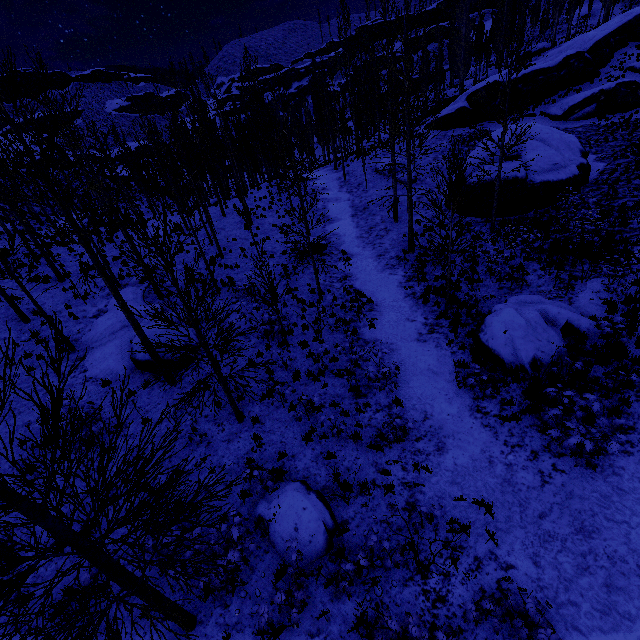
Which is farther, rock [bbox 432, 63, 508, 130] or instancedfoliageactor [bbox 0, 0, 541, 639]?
rock [bbox 432, 63, 508, 130]

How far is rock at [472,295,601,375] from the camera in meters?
10.1

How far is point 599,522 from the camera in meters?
6.5 m

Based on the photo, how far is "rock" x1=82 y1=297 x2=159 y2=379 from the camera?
11.82m

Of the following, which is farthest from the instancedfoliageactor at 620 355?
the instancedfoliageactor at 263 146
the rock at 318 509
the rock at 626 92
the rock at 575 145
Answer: the rock at 318 509

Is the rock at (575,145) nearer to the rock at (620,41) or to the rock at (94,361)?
the rock at (620,41)
